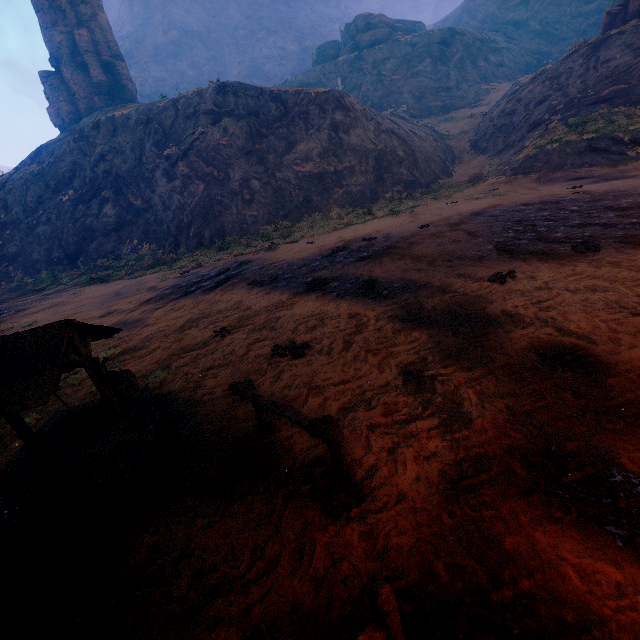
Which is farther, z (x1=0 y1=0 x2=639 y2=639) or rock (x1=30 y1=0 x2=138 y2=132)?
rock (x1=30 y1=0 x2=138 y2=132)

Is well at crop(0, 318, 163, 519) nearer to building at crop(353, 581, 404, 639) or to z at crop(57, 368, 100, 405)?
z at crop(57, 368, 100, 405)

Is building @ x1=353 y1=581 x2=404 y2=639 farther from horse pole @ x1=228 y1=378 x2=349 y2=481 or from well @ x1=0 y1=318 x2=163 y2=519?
well @ x1=0 y1=318 x2=163 y2=519

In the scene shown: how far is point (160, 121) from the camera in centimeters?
3194cm

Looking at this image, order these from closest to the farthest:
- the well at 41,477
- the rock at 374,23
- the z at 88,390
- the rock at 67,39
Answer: the well at 41,477 < the z at 88,390 < the rock at 67,39 < the rock at 374,23

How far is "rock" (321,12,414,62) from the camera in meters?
53.8 m

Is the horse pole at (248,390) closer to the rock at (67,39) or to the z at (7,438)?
the z at (7,438)

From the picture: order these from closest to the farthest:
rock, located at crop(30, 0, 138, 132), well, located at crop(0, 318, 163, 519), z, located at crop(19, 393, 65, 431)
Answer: well, located at crop(0, 318, 163, 519)
z, located at crop(19, 393, 65, 431)
rock, located at crop(30, 0, 138, 132)
